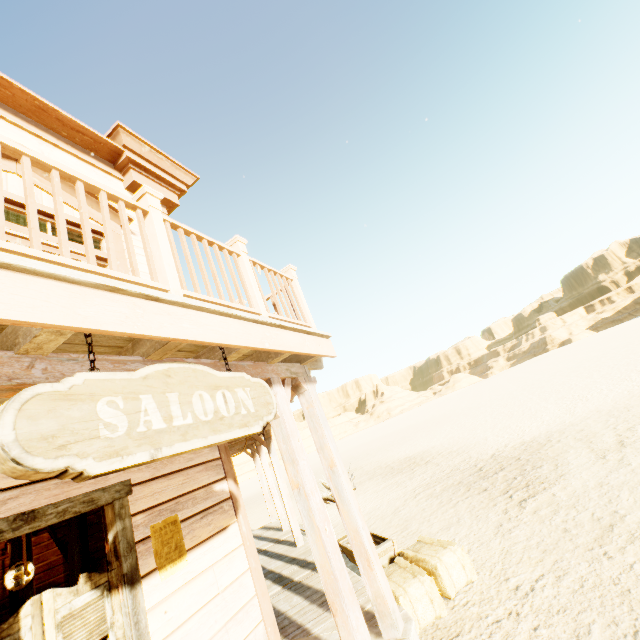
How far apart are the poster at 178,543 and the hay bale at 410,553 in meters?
2.4

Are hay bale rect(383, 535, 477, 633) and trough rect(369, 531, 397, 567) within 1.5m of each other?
yes

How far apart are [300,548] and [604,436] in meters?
7.4

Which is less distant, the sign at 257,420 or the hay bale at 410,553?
the sign at 257,420

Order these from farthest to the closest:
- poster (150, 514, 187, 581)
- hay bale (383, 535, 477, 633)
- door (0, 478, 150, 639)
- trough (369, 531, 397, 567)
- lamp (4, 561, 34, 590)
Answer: lamp (4, 561, 34, 590) < trough (369, 531, 397, 567) < hay bale (383, 535, 477, 633) < poster (150, 514, 187, 581) < door (0, 478, 150, 639)

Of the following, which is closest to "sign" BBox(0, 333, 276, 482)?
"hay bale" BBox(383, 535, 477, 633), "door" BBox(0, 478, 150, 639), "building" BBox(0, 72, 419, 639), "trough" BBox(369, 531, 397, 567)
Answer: "building" BBox(0, 72, 419, 639)

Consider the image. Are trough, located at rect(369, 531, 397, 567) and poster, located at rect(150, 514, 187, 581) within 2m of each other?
no

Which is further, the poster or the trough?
the trough
